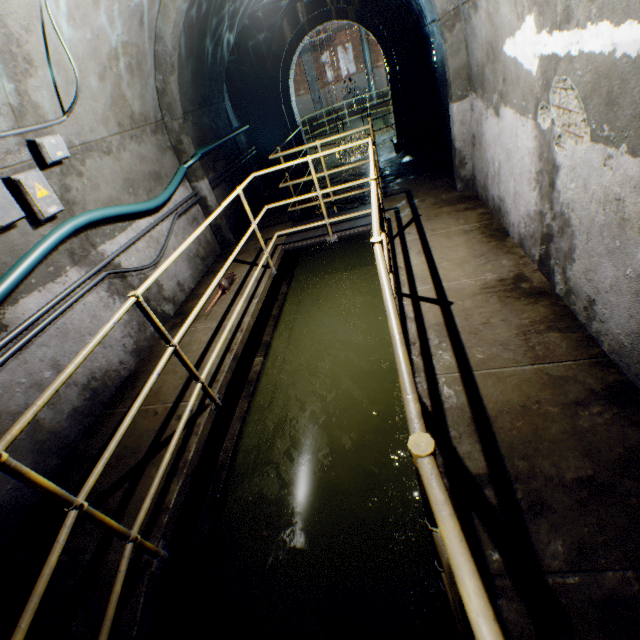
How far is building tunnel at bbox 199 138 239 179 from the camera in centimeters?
619cm

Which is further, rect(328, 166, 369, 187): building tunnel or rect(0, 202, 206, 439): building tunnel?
rect(328, 166, 369, 187): building tunnel

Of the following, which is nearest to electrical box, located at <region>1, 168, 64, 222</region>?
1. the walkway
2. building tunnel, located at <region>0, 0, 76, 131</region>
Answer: building tunnel, located at <region>0, 0, 76, 131</region>

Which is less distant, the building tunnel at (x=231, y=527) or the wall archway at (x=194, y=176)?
the building tunnel at (x=231, y=527)

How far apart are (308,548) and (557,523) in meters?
2.0

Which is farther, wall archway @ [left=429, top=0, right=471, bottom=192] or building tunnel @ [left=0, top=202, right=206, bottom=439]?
wall archway @ [left=429, top=0, right=471, bottom=192]

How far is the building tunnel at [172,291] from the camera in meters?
4.5 m
